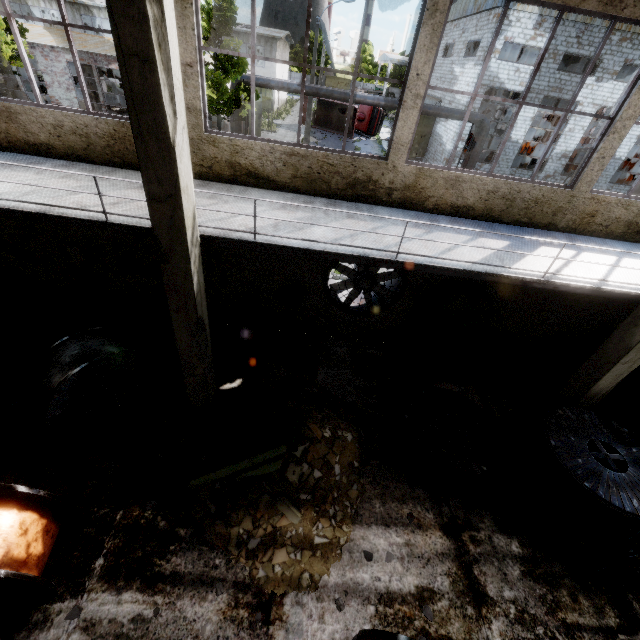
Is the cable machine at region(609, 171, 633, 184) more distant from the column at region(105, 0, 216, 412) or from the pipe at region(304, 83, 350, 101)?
the column at region(105, 0, 216, 412)

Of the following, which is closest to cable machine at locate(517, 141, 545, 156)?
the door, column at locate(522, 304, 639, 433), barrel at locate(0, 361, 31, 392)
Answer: the door

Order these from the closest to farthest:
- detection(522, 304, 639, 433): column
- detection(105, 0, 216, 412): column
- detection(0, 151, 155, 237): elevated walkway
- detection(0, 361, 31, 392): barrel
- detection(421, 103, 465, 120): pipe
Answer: detection(105, 0, 216, 412): column < detection(0, 151, 155, 237): elevated walkway < detection(522, 304, 639, 433): column < detection(0, 361, 31, 392): barrel < detection(421, 103, 465, 120): pipe

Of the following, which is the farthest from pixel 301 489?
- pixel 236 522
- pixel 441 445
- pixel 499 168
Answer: pixel 499 168

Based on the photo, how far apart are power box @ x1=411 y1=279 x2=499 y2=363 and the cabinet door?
5.1 meters

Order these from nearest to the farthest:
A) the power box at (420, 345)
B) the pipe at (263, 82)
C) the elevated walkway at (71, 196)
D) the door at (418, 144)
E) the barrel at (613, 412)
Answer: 1. the elevated walkway at (71, 196)
2. the barrel at (613, 412)
3. the power box at (420, 345)
4. the pipe at (263, 82)
5. the door at (418, 144)

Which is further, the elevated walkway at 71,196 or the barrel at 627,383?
the barrel at 627,383

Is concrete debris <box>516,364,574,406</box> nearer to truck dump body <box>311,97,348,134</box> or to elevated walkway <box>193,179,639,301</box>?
elevated walkway <box>193,179,639,301</box>
